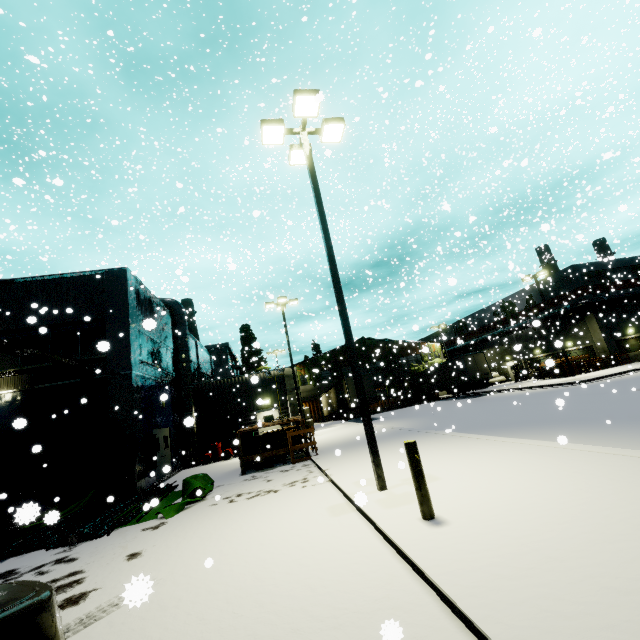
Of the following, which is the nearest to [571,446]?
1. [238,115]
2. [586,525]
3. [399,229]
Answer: [586,525]

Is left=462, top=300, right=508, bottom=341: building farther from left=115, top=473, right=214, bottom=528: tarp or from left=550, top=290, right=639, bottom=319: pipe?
left=115, top=473, right=214, bottom=528: tarp

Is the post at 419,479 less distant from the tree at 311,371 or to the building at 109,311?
the building at 109,311

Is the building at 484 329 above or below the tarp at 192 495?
above

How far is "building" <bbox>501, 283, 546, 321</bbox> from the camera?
38.16m

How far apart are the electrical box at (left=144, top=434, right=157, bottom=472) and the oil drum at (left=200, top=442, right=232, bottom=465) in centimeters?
419cm

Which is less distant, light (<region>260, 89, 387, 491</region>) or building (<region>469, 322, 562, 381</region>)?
light (<region>260, 89, 387, 491</region>)
